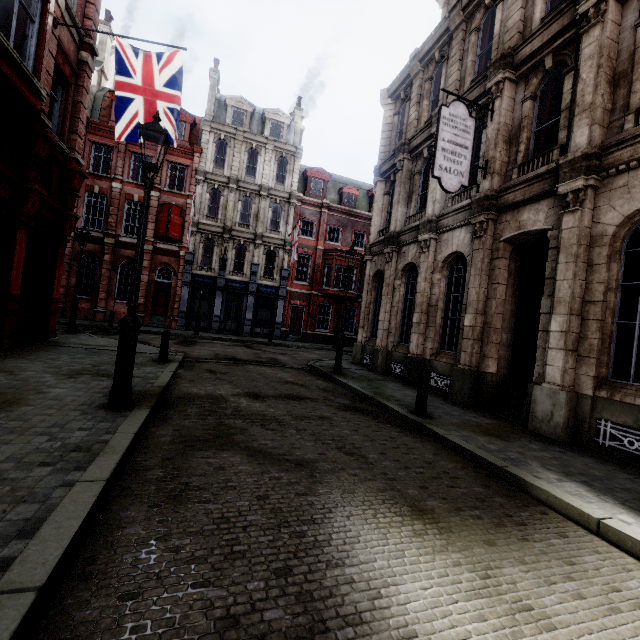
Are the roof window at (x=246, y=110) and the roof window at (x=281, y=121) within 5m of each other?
yes

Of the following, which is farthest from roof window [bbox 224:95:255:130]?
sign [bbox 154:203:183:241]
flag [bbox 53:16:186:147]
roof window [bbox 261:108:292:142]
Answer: flag [bbox 53:16:186:147]

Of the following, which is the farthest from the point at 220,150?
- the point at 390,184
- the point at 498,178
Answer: the point at 498,178

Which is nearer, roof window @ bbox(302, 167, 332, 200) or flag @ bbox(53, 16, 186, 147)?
flag @ bbox(53, 16, 186, 147)

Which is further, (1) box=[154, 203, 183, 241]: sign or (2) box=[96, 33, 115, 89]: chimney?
(2) box=[96, 33, 115, 89]: chimney

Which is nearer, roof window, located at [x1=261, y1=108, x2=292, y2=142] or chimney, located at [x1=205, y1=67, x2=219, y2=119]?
chimney, located at [x1=205, y1=67, x2=219, y2=119]

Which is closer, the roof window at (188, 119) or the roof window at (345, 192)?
the roof window at (188, 119)

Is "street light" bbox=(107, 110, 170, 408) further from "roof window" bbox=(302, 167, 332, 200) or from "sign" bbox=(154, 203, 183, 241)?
"roof window" bbox=(302, 167, 332, 200)
